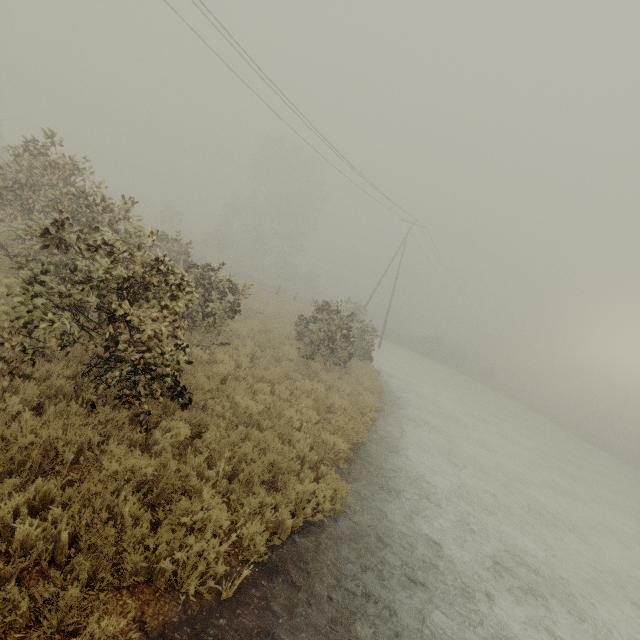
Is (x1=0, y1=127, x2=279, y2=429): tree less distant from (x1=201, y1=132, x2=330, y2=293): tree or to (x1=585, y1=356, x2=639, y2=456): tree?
(x1=201, y1=132, x2=330, y2=293): tree

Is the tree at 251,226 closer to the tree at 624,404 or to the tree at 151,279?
the tree at 151,279

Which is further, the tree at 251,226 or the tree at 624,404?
the tree at 624,404

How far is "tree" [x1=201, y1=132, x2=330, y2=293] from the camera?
44.44m

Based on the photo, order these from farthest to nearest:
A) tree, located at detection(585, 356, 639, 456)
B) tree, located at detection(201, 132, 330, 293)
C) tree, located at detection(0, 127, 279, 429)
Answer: tree, located at detection(585, 356, 639, 456) < tree, located at detection(201, 132, 330, 293) < tree, located at detection(0, 127, 279, 429)

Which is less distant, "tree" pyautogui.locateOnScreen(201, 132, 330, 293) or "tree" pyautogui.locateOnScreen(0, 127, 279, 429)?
"tree" pyautogui.locateOnScreen(0, 127, 279, 429)

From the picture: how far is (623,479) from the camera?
27.3 meters
